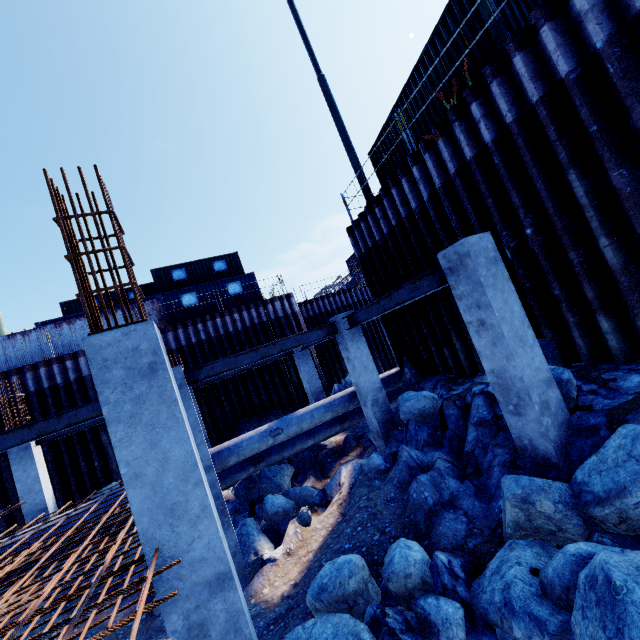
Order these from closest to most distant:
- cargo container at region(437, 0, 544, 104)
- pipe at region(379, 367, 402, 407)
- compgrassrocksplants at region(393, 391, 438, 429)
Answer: cargo container at region(437, 0, 544, 104) → compgrassrocksplants at region(393, 391, 438, 429) → pipe at region(379, 367, 402, 407)

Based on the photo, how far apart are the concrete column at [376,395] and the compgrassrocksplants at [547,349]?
3.1m

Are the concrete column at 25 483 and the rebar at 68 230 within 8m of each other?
no

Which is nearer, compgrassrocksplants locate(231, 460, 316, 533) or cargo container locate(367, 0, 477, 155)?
cargo container locate(367, 0, 477, 155)

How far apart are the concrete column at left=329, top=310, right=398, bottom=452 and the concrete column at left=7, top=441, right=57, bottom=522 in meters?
10.3

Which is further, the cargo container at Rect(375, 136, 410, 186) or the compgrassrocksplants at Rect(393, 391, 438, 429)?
the cargo container at Rect(375, 136, 410, 186)

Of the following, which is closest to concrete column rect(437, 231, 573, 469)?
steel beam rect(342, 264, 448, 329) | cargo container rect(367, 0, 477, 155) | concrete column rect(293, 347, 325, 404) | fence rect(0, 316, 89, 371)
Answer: steel beam rect(342, 264, 448, 329)

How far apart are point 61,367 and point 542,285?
18.9m
